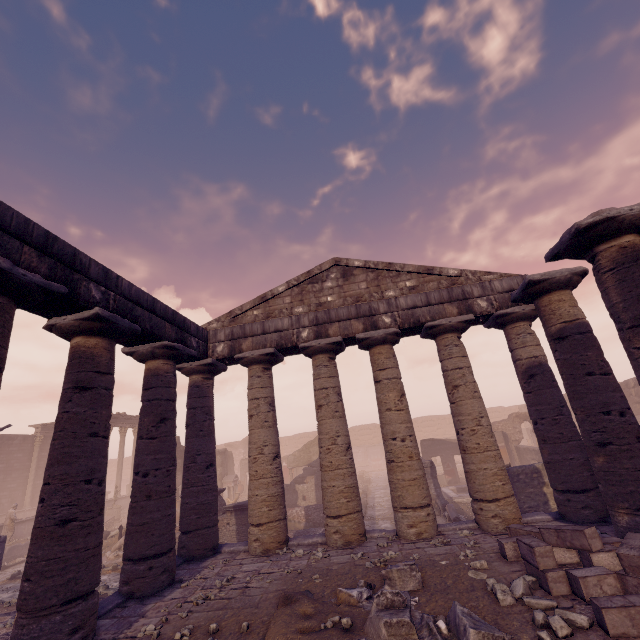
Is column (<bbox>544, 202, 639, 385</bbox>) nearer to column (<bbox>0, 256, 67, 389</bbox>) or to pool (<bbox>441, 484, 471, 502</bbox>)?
column (<bbox>0, 256, 67, 389</bbox>)

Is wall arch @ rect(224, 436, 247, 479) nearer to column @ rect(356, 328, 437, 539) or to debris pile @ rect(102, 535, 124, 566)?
debris pile @ rect(102, 535, 124, 566)

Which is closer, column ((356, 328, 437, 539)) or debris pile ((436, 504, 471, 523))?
column ((356, 328, 437, 539))

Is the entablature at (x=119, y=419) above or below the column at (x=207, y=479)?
above

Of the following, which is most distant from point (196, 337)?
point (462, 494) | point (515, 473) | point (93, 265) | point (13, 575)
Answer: point (462, 494)

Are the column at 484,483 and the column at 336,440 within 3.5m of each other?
yes

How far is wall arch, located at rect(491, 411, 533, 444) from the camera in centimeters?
2244cm

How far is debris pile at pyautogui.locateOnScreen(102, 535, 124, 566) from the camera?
12.93m
